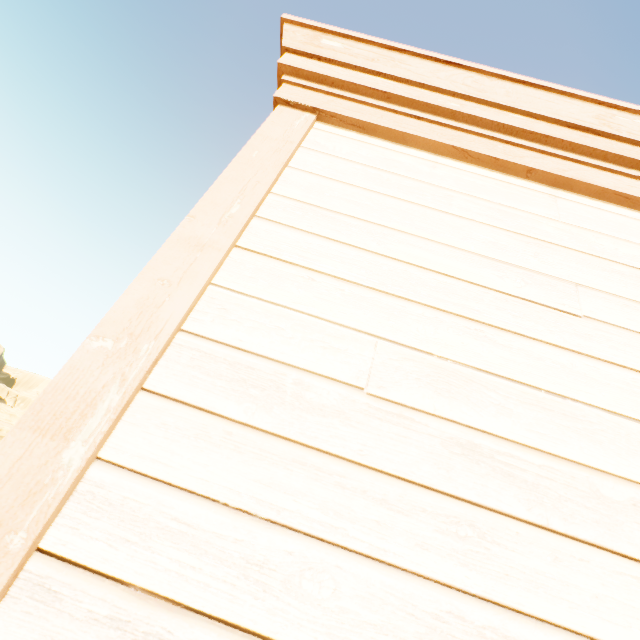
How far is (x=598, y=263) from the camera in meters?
1.2
